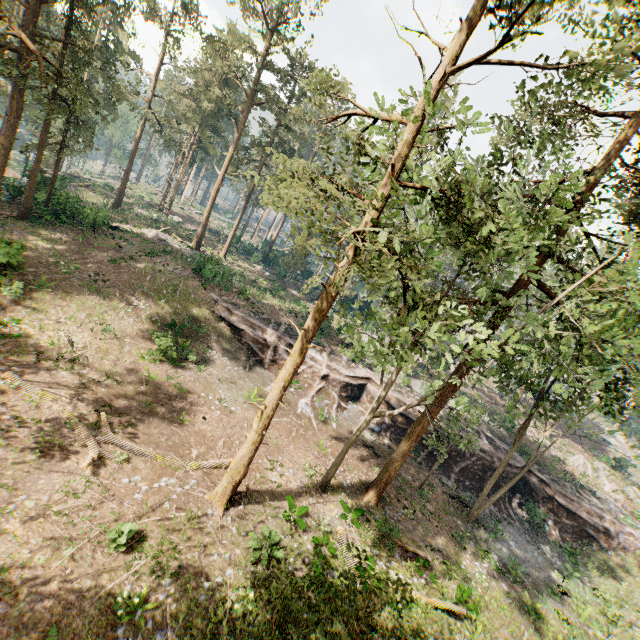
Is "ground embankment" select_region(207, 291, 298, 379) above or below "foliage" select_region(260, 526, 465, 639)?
below

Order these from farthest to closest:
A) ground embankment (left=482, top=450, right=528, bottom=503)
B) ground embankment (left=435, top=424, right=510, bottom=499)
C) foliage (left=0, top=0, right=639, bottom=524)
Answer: ground embankment (left=482, top=450, right=528, bottom=503), ground embankment (left=435, top=424, right=510, bottom=499), foliage (left=0, top=0, right=639, bottom=524)

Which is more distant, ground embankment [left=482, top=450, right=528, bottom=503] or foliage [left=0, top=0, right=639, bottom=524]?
ground embankment [left=482, top=450, right=528, bottom=503]

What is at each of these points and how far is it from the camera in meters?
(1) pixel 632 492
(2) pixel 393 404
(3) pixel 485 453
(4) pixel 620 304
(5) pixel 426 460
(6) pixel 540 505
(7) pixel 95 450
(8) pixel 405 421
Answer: (1) foliage, 36.3 m
(2) ground embankment, 28.1 m
(3) ground embankment, 28.1 m
(4) foliage, 9.3 m
(5) ground embankment, 27.1 m
(6) ground embankment, 28.0 m
(7) foliage, 13.2 m
(8) ground embankment, 28.2 m

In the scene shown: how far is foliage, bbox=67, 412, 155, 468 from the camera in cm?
1311

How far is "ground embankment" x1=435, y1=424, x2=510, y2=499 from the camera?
26.80m

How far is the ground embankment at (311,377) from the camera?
26.2 meters

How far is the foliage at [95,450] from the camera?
13.1m
